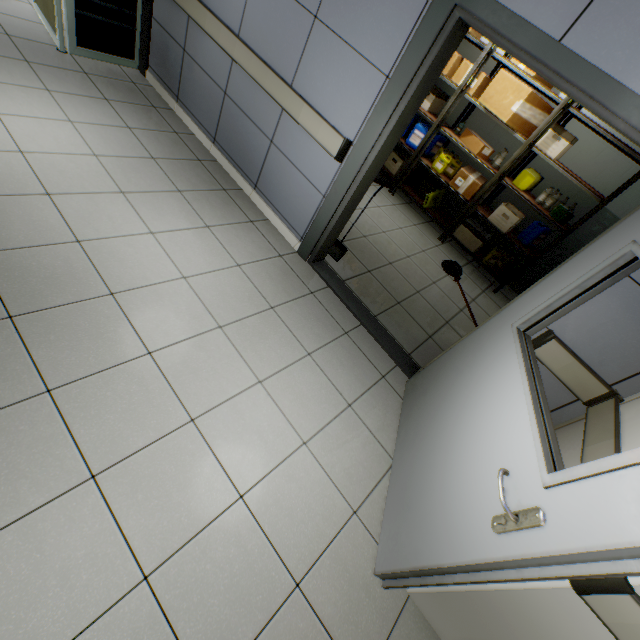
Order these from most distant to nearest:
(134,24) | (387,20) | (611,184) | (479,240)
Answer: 1. (479,240)
2. (611,184)
3. (134,24)
4. (387,20)

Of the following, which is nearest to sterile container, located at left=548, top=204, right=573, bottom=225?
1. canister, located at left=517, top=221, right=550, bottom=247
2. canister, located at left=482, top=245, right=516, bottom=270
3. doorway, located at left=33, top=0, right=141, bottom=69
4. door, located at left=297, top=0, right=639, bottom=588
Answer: canister, located at left=517, top=221, right=550, bottom=247

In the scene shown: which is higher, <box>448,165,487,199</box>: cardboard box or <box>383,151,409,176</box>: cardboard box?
<box>448,165,487,199</box>: cardboard box

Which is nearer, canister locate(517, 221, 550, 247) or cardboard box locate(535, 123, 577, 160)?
cardboard box locate(535, 123, 577, 160)

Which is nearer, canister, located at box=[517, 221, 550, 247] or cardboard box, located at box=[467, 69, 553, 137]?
cardboard box, located at box=[467, 69, 553, 137]

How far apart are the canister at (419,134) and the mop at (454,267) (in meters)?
1.96

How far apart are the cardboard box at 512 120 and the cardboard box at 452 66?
0.4m

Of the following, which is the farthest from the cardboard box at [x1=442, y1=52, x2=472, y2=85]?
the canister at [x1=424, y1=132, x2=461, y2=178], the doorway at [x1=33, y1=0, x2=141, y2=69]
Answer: the doorway at [x1=33, y1=0, x2=141, y2=69]
